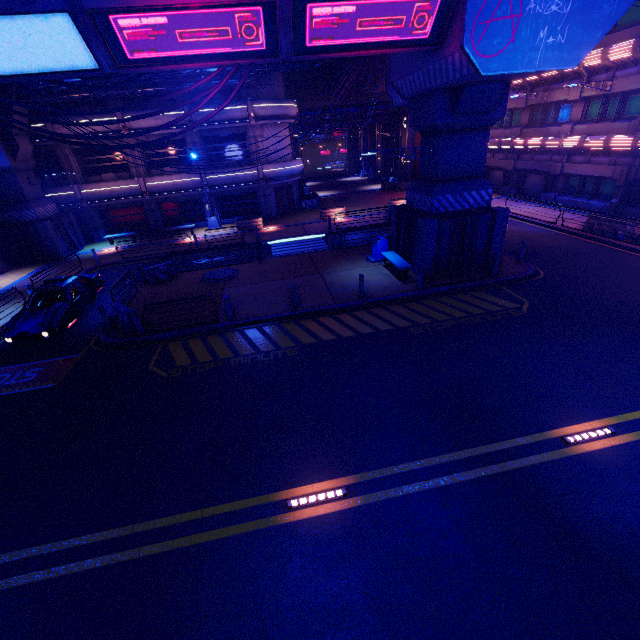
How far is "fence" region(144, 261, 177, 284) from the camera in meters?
17.5

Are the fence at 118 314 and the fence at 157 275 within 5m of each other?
yes

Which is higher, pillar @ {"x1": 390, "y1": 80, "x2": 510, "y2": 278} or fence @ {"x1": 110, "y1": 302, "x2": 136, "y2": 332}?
pillar @ {"x1": 390, "y1": 80, "x2": 510, "y2": 278}

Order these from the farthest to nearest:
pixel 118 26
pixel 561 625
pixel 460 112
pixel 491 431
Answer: pixel 460 112 → pixel 118 26 → pixel 491 431 → pixel 561 625

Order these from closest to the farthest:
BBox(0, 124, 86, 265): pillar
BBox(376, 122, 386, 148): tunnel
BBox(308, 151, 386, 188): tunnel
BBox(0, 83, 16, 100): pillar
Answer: BBox(0, 83, 16, 100): pillar
BBox(0, 124, 86, 265): pillar
BBox(376, 122, 386, 148): tunnel
BBox(308, 151, 386, 188): tunnel

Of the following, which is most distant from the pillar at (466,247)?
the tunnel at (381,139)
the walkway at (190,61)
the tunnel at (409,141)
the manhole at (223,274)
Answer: the tunnel at (381,139)

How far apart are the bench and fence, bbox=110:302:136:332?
11.3 meters

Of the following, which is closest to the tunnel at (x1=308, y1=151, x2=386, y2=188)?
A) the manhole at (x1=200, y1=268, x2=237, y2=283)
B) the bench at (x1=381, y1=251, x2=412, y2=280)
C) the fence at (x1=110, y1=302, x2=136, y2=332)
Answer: the manhole at (x1=200, y1=268, x2=237, y2=283)
